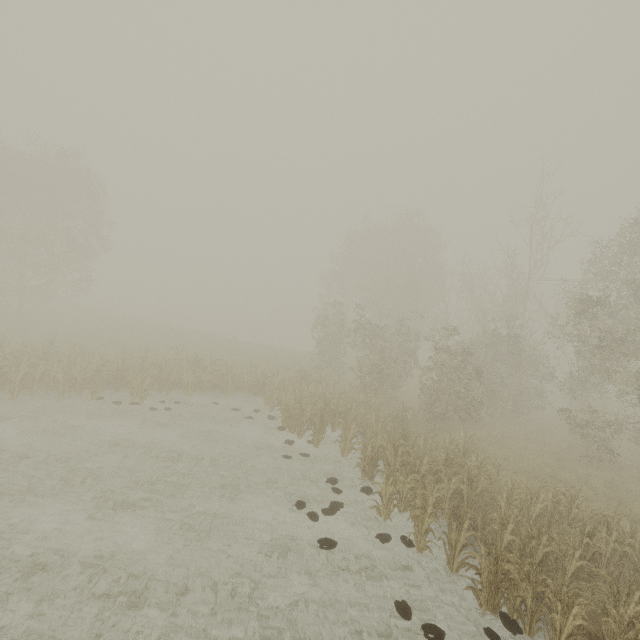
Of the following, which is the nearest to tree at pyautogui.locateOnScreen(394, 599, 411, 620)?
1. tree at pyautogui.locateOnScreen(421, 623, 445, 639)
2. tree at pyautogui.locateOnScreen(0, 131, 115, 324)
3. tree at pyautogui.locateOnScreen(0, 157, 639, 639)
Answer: tree at pyautogui.locateOnScreen(421, 623, 445, 639)

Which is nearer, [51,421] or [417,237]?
[51,421]

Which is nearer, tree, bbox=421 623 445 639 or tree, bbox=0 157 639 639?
tree, bbox=421 623 445 639

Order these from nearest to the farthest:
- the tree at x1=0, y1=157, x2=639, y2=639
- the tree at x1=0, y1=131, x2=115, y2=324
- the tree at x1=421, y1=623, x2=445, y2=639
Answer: the tree at x1=421, y1=623, x2=445, y2=639 → the tree at x1=0, y1=157, x2=639, y2=639 → the tree at x1=0, y1=131, x2=115, y2=324

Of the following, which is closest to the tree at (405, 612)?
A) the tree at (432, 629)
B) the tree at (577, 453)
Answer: the tree at (432, 629)

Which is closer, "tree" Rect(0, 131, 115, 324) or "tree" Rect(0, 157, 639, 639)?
"tree" Rect(0, 157, 639, 639)

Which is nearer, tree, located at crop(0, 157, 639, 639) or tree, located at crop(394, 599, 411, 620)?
tree, located at crop(394, 599, 411, 620)

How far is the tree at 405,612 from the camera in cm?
660
